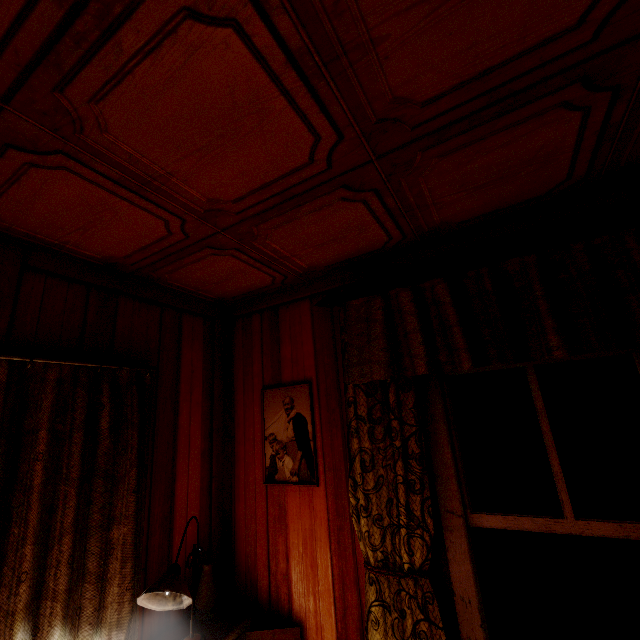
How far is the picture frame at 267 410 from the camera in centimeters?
203cm

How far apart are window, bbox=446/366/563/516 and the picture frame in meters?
0.9 m

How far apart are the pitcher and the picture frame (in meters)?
0.57

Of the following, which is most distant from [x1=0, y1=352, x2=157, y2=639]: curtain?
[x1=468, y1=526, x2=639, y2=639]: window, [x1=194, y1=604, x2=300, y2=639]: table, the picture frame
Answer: [x1=468, y1=526, x2=639, y2=639]: window

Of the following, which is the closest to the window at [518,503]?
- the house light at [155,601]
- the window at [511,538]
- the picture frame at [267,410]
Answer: the window at [511,538]

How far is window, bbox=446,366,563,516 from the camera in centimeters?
148cm

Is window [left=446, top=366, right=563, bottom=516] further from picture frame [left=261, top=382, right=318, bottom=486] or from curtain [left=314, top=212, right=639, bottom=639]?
picture frame [left=261, top=382, right=318, bottom=486]

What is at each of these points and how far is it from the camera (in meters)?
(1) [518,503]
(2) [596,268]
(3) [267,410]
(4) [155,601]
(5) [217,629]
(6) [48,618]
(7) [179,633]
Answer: (1) window, 1.50
(2) curtain, 1.35
(3) picture frame, 2.27
(4) house light, 1.47
(5) table, 1.75
(6) curtain, 1.33
(7) table, 1.74
